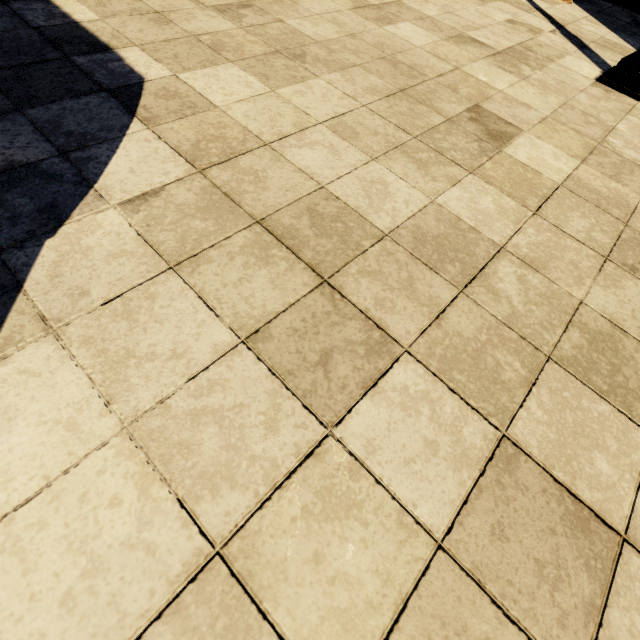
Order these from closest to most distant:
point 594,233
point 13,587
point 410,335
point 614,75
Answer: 1. point 13,587
2. point 410,335
3. point 594,233
4. point 614,75
